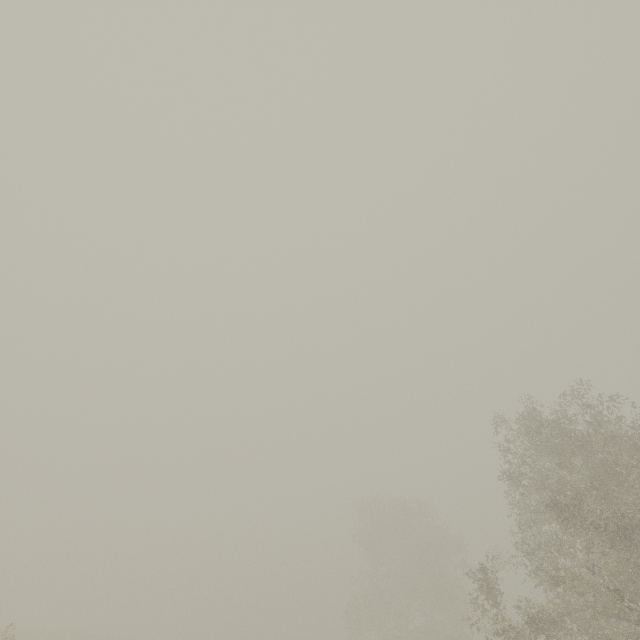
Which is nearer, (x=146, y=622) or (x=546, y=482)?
(x=546, y=482)
